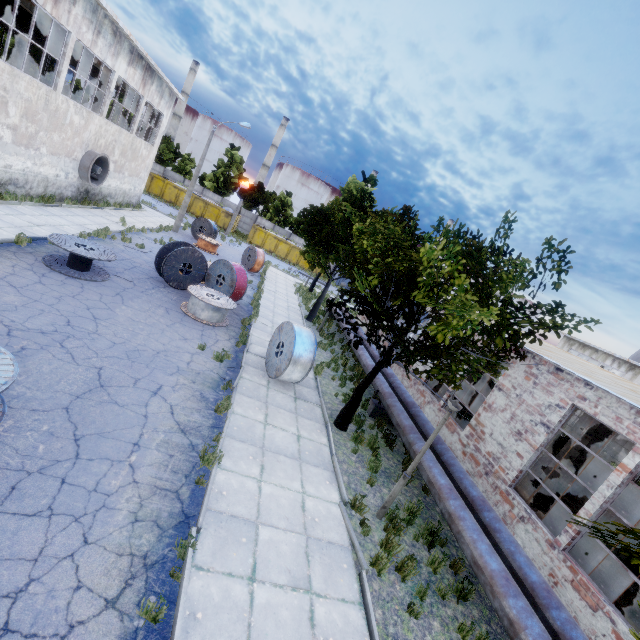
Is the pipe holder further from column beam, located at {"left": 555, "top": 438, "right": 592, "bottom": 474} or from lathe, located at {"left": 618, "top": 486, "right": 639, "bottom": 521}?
lathe, located at {"left": 618, "top": 486, "right": 639, "bottom": 521}

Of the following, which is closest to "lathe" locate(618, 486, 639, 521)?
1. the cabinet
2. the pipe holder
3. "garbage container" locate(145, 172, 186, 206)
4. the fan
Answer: the cabinet

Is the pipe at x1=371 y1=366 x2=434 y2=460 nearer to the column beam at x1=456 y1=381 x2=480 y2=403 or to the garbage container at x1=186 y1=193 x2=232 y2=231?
the column beam at x1=456 y1=381 x2=480 y2=403

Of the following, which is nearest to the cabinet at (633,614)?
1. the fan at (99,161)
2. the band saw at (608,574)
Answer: the band saw at (608,574)

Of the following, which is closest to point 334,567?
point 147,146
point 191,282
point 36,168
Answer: point 191,282

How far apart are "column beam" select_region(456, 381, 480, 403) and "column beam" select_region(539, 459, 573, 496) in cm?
532

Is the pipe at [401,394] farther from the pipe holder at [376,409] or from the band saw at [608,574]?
the band saw at [608,574]

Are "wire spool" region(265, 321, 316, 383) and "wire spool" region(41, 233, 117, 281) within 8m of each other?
yes
